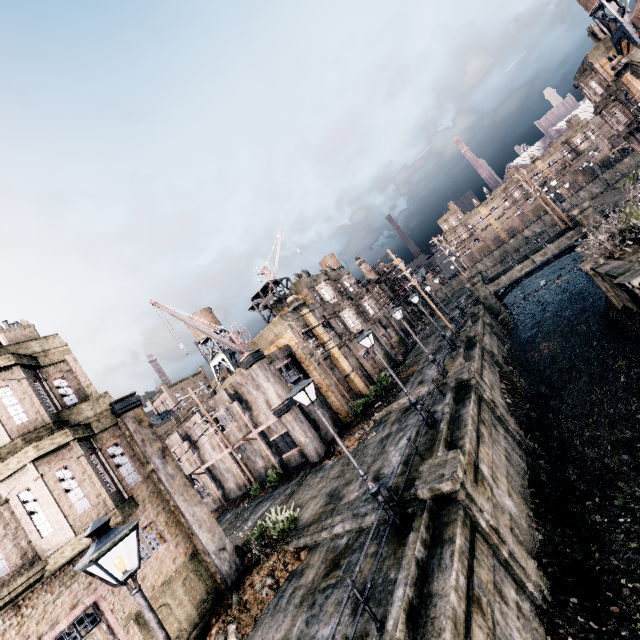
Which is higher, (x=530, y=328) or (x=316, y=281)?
(x=316, y=281)

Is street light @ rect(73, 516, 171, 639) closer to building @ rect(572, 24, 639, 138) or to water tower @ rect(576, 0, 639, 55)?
building @ rect(572, 24, 639, 138)

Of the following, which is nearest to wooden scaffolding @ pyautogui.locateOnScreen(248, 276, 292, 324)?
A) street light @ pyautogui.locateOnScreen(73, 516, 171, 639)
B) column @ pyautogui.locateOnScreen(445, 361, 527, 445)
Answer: column @ pyautogui.locateOnScreen(445, 361, 527, 445)

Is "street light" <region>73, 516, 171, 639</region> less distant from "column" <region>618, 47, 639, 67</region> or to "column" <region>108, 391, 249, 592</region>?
"column" <region>108, 391, 249, 592</region>

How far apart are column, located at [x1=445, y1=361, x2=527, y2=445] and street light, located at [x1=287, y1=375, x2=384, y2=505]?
9.6 meters

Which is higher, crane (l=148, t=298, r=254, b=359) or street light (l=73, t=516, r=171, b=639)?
crane (l=148, t=298, r=254, b=359)

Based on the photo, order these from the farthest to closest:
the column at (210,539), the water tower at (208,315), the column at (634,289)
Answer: the water tower at (208,315) < the column at (634,289) < the column at (210,539)

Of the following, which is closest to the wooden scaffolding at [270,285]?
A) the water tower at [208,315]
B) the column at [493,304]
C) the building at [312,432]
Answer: the building at [312,432]
